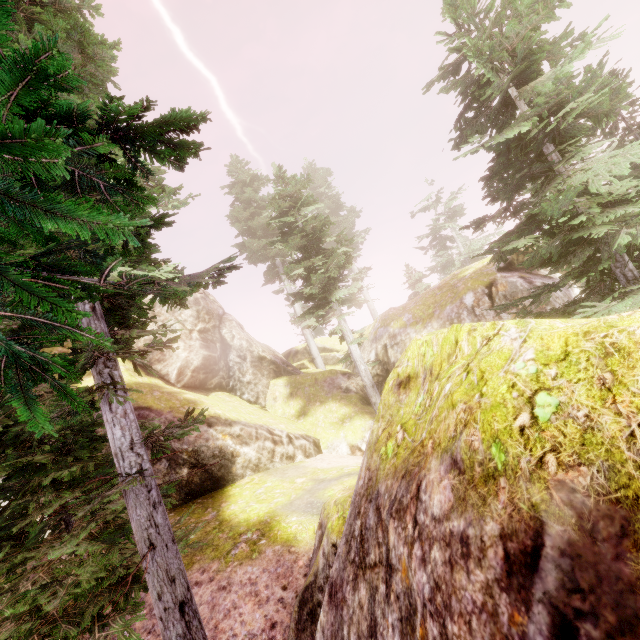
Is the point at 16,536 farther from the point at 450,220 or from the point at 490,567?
the point at 450,220

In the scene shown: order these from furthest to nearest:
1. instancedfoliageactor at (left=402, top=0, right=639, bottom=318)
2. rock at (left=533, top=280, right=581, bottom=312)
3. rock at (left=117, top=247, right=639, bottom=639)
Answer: rock at (left=533, top=280, right=581, bottom=312), instancedfoliageactor at (left=402, top=0, right=639, bottom=318), rock at (left=117, top=247, right=639, bottom=639)

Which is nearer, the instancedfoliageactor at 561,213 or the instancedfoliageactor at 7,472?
the instancedfoliageactor at 7,472

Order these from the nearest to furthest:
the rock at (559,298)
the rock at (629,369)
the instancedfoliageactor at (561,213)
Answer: the rock at (629,369)
the instancedfoliageactor at (561,213)
the rock at (559,298)

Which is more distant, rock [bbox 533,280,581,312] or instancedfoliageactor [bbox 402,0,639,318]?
rock [bbox 533,280,581,312]

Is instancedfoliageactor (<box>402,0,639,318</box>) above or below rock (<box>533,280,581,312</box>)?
above

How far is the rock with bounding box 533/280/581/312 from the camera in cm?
1343
